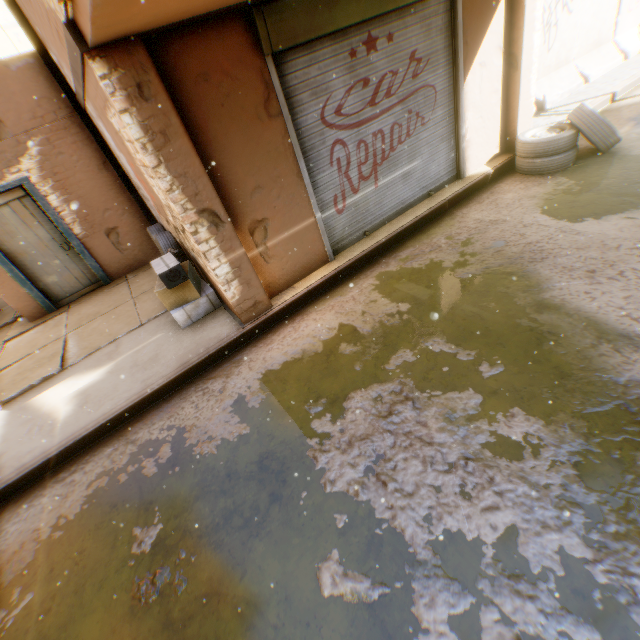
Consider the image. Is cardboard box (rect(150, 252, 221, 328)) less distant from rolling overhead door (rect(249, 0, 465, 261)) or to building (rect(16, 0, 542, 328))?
building (rect(16, 0, 542, 328))

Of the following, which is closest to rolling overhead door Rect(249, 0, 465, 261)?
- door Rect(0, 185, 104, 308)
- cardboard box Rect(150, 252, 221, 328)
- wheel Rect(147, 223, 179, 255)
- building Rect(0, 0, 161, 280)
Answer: building Rect(0, 0, 161, 280)

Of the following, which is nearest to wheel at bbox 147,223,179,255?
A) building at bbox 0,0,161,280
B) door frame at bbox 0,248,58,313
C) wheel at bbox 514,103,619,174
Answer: building at bbox 0,0,161,280

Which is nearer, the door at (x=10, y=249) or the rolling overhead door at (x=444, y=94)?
the rolling overhead door at (x=444, y=94)

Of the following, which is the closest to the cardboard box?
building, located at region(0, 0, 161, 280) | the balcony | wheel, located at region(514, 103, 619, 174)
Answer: building, located at region(0, 0, 161, 280)

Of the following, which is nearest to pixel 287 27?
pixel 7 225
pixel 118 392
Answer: pixel 118 392

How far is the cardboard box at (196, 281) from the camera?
4.6m

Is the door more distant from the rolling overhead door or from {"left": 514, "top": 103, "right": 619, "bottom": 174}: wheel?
{"left": 514, "top": 103, "right": 619, "bottom": 174}: wheel
